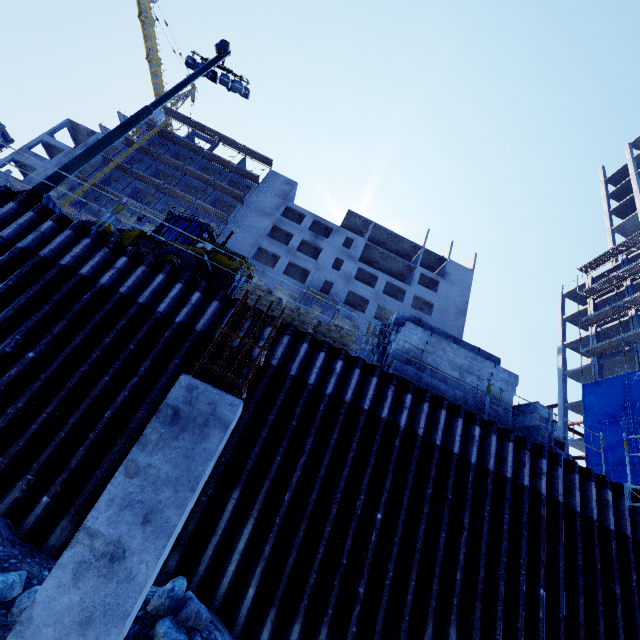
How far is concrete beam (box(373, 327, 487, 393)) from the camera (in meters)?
9.70

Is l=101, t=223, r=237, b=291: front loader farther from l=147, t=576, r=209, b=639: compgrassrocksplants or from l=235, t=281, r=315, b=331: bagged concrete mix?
l=147, t=576, r=209, b=639: compgrassrocksplants

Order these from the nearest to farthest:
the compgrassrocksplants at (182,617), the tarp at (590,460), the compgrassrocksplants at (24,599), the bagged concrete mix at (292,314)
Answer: the compgrassrocksplants at (24,599), the compgrassrocksplants at (182,617), the bagged concrete mix at (292,314), the tarp at (590,460)

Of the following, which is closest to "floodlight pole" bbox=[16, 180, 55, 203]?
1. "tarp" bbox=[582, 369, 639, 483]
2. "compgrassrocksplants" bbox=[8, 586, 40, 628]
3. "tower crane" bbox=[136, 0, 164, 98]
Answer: "compgrassrocksplants" bbox=[8, 586, 40, 628]

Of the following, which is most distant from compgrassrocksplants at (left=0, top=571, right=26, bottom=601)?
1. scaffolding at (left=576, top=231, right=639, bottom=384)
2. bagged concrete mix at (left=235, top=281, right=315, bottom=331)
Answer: scaffolding at (left=576, top=231, right=639, bottom=384)

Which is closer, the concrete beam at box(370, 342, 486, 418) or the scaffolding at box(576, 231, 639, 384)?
the concrete beam at box(370, 342, 486, 418)

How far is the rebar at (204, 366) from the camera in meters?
3.0 m

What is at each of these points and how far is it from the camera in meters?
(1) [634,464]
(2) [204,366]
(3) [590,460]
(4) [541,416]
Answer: (1) tarp, 24.1
(2) rebar, 3.0
(3) tarp, 27.2
(4) concrete beam, 9.7
